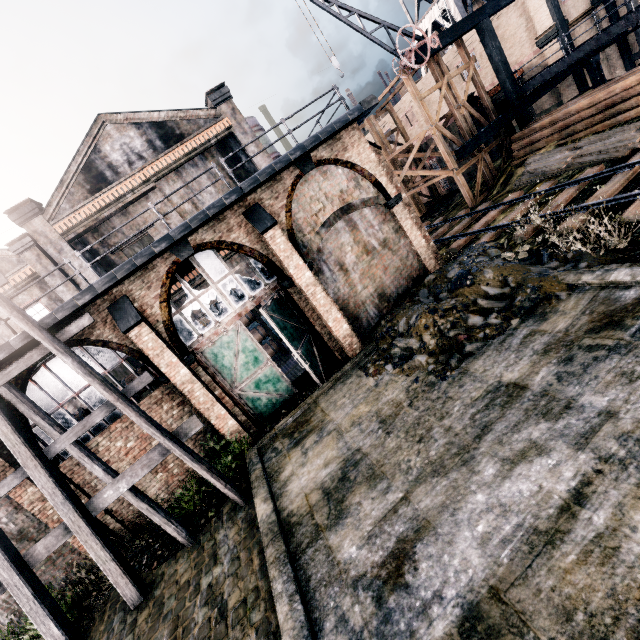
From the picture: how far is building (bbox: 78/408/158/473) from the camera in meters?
12.0 m

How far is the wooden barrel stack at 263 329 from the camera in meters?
18.8 m

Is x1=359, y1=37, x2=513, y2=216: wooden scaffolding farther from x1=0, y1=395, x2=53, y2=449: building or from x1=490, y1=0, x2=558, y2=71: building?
x1=0, y1=395, x2=53, y2=449: building

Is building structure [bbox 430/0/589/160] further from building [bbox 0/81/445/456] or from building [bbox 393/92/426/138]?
building [bbox 0/81/445/456]

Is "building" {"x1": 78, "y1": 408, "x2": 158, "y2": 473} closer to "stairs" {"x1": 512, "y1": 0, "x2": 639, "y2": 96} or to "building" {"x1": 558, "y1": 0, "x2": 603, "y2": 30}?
"building" {"x1": 558, "y1": 0, "x2": 603, "y2": 30}

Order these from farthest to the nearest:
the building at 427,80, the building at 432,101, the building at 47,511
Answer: the building at 432,101
the building at 427,80
the building at 47,511

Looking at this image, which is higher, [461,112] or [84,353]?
[84,353]

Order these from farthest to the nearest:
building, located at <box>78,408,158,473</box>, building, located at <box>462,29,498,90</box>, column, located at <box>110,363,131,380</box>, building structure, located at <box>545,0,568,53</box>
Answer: building, located at <box>462,29,498,90</box> → building structure, located at <box>545,0,568,53</box> → column, located at <box>110,363,131,380</box> → building, located at <box>78,408,158,473</box>
